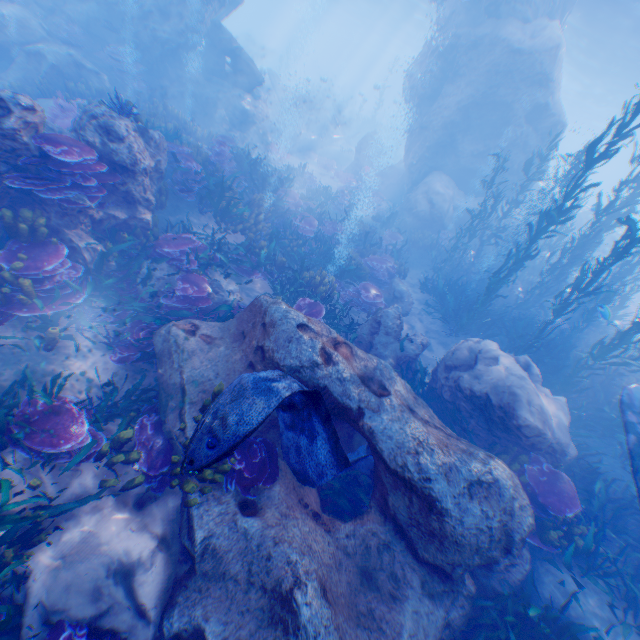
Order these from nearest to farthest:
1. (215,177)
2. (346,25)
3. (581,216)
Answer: (215,177)
(581,216)
(346,25)

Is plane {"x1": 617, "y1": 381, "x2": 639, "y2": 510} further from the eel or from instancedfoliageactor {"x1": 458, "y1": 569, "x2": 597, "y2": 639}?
instancedfoliageactor {"x1": 458, "y1": 569, "x2": 597, "y2": 639}

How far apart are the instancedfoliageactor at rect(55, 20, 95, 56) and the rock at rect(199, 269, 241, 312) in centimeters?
1356cm

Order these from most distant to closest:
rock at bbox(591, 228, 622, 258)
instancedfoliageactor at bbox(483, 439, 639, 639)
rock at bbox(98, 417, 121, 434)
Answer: rock at bbox(591, 228, 622, 258) → instancedfoliageactor at bbox(483, 439, 639, 639) → rock at bbox(98, 417, 121, 434)

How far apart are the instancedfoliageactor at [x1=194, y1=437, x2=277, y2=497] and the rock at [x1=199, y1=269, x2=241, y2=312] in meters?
3.4

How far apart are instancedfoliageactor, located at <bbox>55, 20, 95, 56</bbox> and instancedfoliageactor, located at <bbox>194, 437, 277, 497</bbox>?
17.82m

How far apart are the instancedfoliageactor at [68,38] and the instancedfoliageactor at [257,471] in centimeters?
1782cm

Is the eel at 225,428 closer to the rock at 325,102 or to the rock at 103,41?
the rock at 103,41
